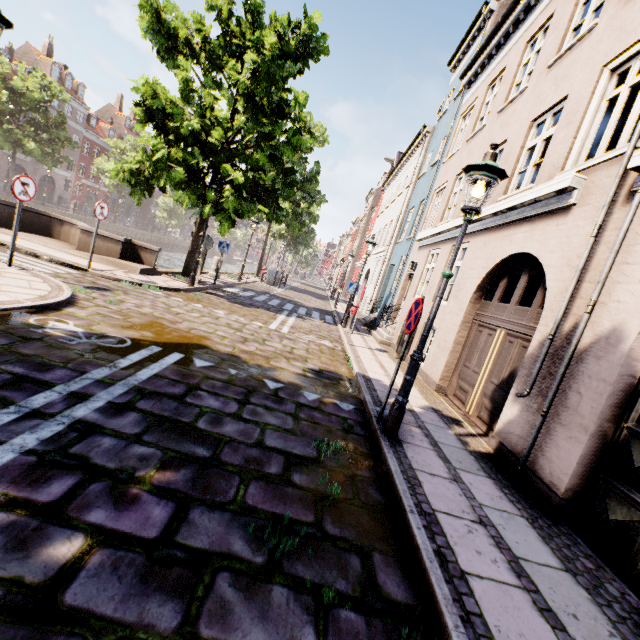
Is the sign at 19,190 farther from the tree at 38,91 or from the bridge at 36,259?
the tree at 38,91

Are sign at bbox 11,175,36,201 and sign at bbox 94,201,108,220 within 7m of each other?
yes

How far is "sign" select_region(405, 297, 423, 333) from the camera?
4.3m

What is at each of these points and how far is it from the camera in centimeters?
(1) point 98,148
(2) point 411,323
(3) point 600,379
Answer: (1) building, 4647cm
(2) sign, 451cm
(3) building, 373cm

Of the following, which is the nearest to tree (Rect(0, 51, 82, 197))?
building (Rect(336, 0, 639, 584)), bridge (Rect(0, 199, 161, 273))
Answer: bridge (Rect(0, 199, 161, 273))

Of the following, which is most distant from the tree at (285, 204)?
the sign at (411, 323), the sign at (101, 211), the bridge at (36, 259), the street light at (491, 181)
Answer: the sign at (411, 323)

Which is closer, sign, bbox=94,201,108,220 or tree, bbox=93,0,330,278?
sign, bbox=94,201,108,220

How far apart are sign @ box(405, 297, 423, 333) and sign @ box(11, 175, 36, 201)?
8.12m
